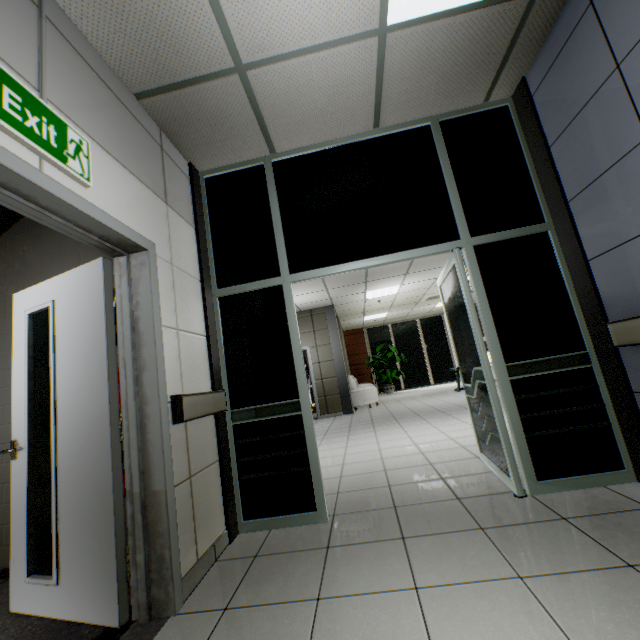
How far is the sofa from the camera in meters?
9.7

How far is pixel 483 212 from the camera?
2.8m

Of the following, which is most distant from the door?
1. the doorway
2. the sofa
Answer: the sofa

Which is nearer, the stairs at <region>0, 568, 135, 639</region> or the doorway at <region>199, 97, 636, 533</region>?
the stairs at <region>0, 568, 135, 639</region>

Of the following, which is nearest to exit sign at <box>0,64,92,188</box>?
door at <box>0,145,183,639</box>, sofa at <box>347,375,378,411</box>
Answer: door at <box>0,145,183,639</box>

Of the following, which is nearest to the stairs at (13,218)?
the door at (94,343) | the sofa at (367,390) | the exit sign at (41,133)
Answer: the door at (94,343)

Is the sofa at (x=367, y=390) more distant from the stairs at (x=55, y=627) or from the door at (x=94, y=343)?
the door at (x=94, y=343)

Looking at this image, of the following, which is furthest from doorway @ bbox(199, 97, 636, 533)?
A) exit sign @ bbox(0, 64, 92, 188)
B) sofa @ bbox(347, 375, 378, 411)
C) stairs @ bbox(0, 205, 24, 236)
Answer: sofa @ bbox(347, 375, 378, 411)
